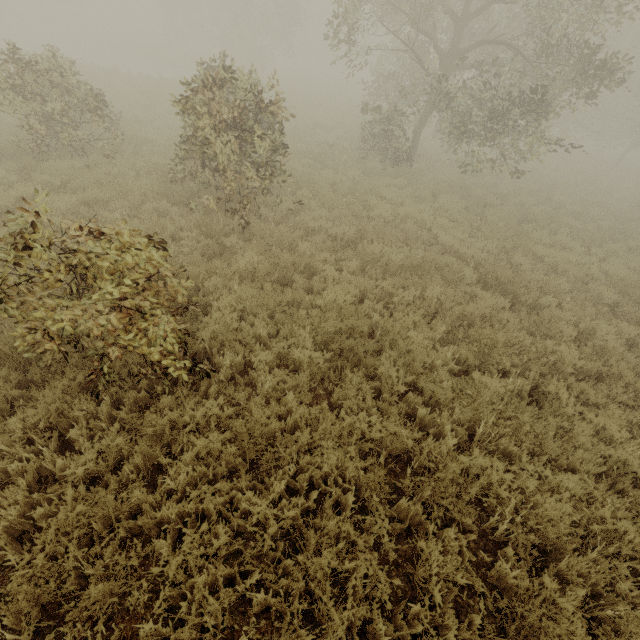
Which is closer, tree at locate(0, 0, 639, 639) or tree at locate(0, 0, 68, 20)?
tree at locate(0, 0, 639, 639)

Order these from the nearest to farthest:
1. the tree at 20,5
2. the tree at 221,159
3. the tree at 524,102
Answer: the tree at 221,159 → the tree at 524,102 → the tree at 20,5

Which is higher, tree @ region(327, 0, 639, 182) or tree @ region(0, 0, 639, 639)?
tree @ region(327, 0, 639, 182)

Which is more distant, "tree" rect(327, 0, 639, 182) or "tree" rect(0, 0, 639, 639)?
"tree" rect(327, 0, 639, 182)

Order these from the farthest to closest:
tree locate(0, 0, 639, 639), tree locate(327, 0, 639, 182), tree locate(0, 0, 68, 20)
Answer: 1. tree locate(0, 0, 68, 20)
2. tree locate(327, 0, 639, 182)
3. tree locate(0, 0, 639, 639)

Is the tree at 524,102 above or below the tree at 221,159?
above

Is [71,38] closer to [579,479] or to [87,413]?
[87,413]

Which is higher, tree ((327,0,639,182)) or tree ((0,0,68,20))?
tree ((327,0,639,182))
